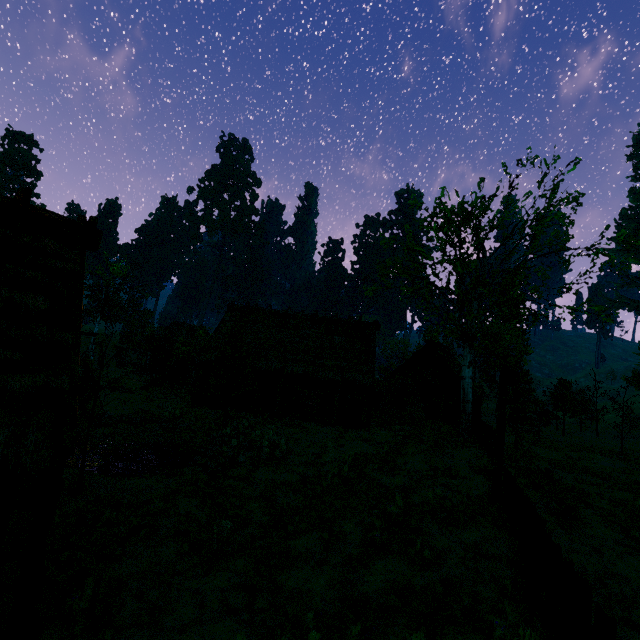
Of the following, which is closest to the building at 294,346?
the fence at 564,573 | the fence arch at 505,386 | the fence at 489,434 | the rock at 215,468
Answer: the fence at 564,573

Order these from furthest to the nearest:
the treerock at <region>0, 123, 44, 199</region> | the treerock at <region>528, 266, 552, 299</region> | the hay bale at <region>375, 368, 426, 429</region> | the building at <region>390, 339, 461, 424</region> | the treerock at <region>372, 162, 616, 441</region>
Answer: the treerock at <region>0, 123, 44, 199</region>
the building at <region>390, 339, 461, 424</region>
the hay bale at <region>375, 368, 426, 429</region>
the treerock at <region>528, 266, 552, 299</region>
the treerock at <region>372, 162, 616, 441</region>

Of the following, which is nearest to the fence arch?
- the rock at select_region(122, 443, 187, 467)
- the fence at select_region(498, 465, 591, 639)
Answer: the fence at select_region(498, 465, 591, 639)

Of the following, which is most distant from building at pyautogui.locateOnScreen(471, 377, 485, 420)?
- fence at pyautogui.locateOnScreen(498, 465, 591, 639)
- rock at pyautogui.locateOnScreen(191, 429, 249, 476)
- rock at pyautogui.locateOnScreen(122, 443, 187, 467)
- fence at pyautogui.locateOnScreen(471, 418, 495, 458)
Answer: rock at pyautogui.locateOnScreen(191, 429, 249, 476)

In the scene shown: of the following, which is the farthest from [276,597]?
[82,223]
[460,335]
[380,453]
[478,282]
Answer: [460,335]

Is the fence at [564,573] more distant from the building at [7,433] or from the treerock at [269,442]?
the treerock at [269,442]

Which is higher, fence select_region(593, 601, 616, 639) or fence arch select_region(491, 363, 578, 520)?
fence arch select_region(491, 363, 578, 520)

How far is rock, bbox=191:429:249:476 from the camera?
13.2 meters
